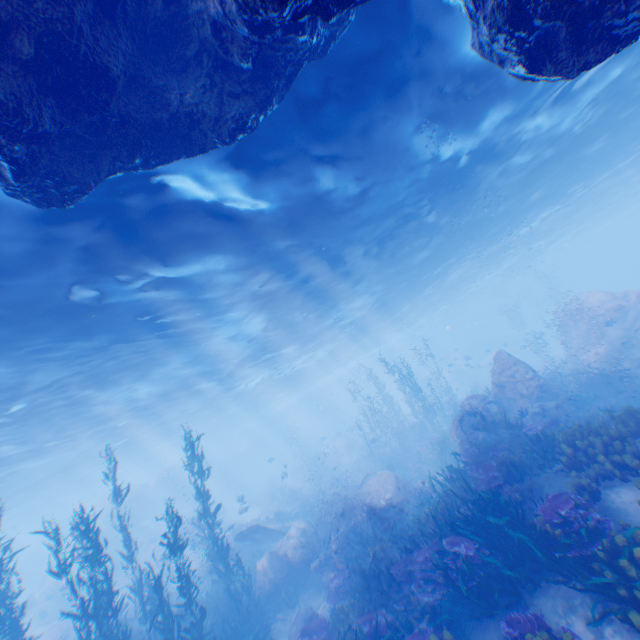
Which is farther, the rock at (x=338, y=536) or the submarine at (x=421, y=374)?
the submarine at (x=421, y=374)

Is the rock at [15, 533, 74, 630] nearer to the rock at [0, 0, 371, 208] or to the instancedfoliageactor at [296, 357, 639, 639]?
the rock at [0, 0, 371, 208]

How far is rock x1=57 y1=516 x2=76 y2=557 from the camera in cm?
3136

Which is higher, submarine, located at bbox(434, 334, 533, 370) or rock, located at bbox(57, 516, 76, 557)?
rock, located at bbox(57, 516, 76, 557)

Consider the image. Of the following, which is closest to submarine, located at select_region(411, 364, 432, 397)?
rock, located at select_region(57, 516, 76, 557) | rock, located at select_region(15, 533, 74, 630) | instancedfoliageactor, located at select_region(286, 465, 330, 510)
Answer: instancedfoliageactor, located at select_region(286, 465, 330, 510)

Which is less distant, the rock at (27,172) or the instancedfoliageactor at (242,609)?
the rock at (27,172)

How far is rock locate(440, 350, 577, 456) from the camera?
12.5m

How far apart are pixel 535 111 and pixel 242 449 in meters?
47.2 m
